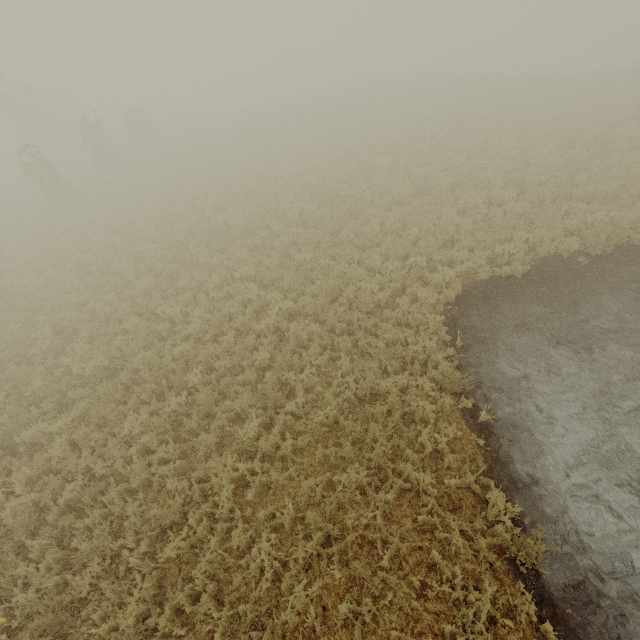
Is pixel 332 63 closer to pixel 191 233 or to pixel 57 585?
pixel 191 233
